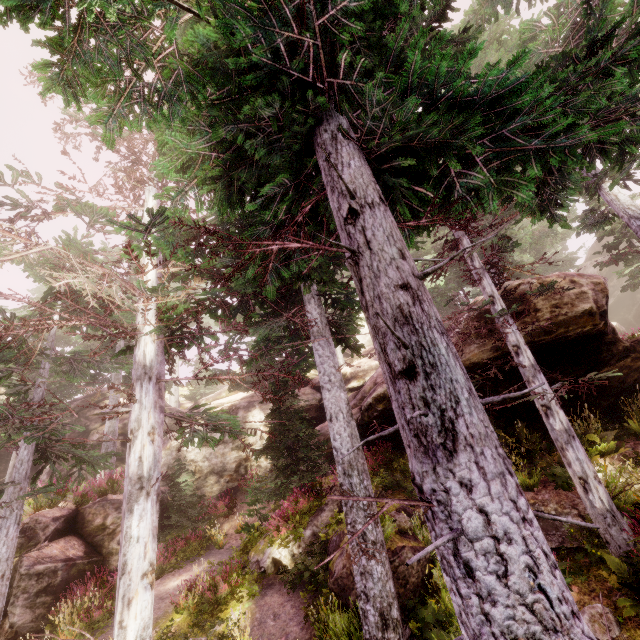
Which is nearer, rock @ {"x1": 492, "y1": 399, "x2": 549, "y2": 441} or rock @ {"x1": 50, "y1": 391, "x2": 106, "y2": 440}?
rock @ {"x1": 492, "y1": 399, "x2": 549, "y2": 441}

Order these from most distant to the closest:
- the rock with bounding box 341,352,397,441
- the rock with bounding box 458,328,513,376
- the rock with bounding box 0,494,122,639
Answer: the rock with bounding box 341,352,397,441
the rock with bounding box 458,328,513,376
the rock with bounding box 0,494,122,639

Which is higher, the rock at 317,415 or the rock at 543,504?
the rock at 317,415

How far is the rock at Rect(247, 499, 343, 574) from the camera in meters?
10.3 m

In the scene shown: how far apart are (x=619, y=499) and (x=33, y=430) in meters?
14.0 m

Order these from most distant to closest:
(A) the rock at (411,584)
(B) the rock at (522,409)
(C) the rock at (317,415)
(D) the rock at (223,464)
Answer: (D) the rock at (223,464) < (C) the rock at (317,415) < (B) the rock at (522,409) < (A) the rock at (411,584)
